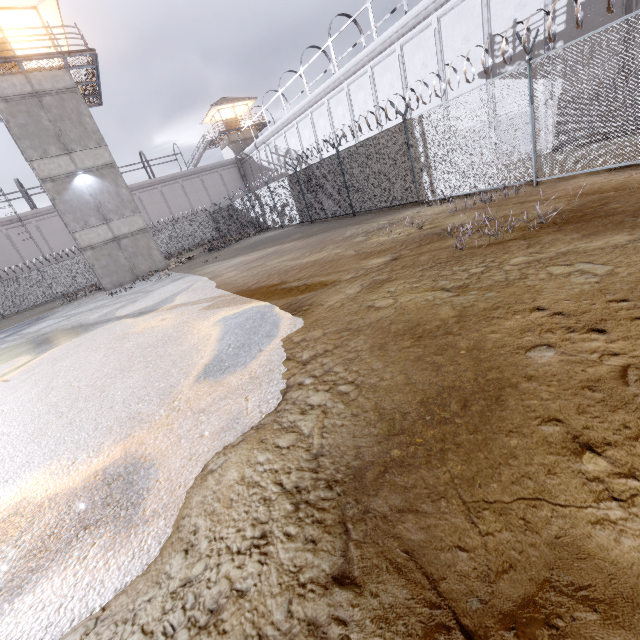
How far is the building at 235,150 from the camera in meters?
40.1 m

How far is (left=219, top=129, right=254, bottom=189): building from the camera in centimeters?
A: 4012cm

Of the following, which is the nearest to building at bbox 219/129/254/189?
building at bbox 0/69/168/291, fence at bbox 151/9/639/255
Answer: fence at bbox 151/9/639/255

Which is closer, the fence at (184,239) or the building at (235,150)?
the fence at (184,239)

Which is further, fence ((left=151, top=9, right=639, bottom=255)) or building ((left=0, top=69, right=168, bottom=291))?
building ((left=0, top=69, right=168, bottom=291))

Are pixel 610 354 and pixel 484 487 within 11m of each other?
yes
